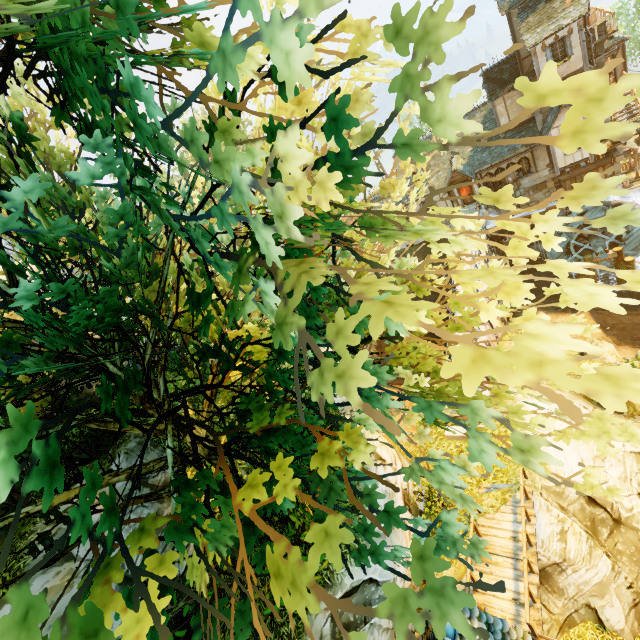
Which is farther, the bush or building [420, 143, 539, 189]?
building [420, 143, 539, 189]

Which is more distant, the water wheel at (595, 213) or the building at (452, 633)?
the water wheel at (595, 213)

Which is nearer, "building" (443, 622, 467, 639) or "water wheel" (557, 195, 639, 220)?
"building" (443, 622, 467, 639)

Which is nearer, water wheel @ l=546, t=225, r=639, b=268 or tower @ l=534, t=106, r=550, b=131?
tower @ l=534, t=106, r=550, b=131

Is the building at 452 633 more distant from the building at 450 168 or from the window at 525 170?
the window at 525 170

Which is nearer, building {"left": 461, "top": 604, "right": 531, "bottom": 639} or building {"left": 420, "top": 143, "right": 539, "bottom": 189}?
building {"left": 461, "top": 604, "right": 531, "bottom": 639}

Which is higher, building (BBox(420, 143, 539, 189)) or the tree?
the tree

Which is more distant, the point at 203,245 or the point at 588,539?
the point at 588,539
